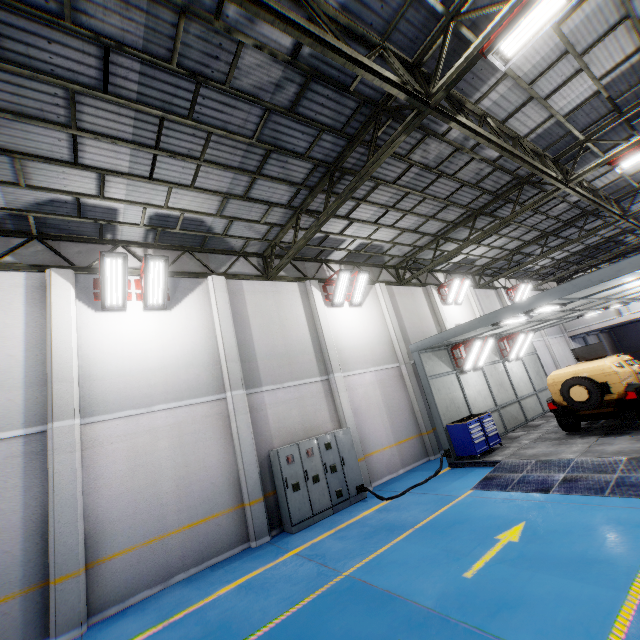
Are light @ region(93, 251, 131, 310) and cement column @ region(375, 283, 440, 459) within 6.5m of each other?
no

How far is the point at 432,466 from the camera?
12.1 meters

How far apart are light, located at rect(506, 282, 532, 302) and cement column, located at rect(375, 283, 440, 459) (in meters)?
12.74

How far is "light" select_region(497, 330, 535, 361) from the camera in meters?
15.1 m

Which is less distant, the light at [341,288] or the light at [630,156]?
the light at [630,156]

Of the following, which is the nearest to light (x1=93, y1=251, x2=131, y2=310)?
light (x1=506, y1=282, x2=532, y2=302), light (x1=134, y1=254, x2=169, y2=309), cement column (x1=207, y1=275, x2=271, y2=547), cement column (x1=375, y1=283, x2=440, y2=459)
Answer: light (x1=134, y1=254, x2=169, y2=309)

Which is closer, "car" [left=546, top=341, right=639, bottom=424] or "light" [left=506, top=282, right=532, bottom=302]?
"car" [left=546, top=341, right=639, bottom=424]

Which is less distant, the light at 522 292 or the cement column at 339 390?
the cement column at 339 390
